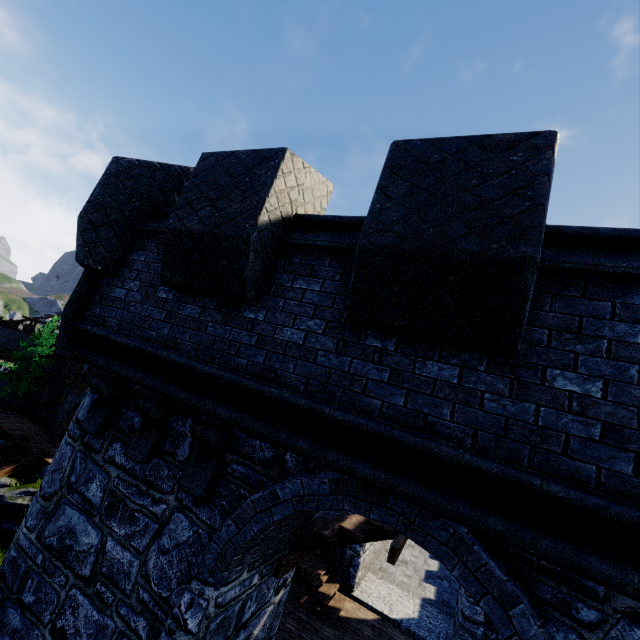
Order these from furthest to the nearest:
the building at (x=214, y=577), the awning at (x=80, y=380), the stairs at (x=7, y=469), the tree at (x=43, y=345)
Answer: the tree at (x=43, y=345) → the awning at (x=80, y=380) → the stairs at (x=7, y=469) → the building at (x=214, y=577)

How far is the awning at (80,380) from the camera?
27.1 meters

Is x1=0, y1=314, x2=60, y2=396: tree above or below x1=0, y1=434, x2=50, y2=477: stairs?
above

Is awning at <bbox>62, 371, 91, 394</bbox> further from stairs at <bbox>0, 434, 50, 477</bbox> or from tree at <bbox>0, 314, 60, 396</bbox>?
tree at <bbox>0, 314, 60, 396</bbox>

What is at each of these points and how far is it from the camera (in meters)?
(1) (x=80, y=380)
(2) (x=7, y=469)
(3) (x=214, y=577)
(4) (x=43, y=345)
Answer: (1) awning, 27.94
(2) stairs, 21.73
(3) building, 3.21
(4) tree, 33.34

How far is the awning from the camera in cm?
2710

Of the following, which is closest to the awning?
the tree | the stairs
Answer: the stairs
